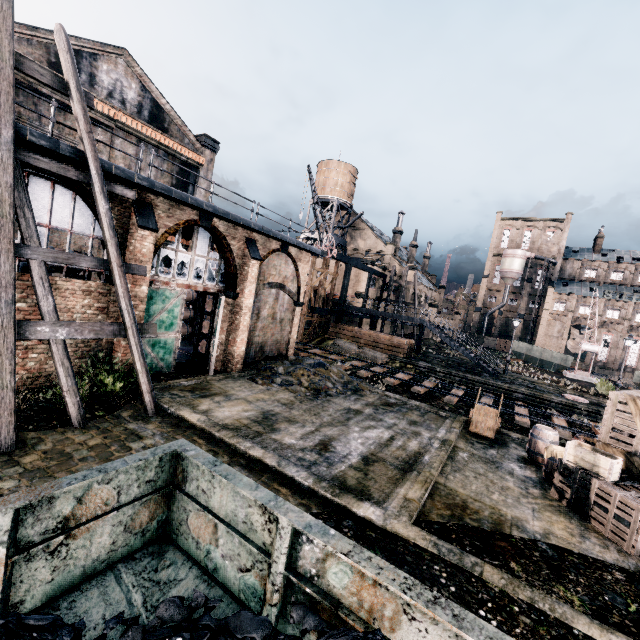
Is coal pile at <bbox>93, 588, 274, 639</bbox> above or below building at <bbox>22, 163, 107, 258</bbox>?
below

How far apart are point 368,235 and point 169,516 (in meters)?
56.94

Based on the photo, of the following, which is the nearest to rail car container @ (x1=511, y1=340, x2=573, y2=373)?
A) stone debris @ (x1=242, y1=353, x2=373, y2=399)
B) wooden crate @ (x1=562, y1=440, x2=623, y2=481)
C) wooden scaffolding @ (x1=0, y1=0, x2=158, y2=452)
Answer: stone debris @ (x1=242, y1=353, x2=373, y2=399)

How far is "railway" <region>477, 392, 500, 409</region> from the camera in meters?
19.3 m

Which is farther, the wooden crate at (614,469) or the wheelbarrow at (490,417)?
the wheelbarrow at (490,417)

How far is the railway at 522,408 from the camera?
17.0m

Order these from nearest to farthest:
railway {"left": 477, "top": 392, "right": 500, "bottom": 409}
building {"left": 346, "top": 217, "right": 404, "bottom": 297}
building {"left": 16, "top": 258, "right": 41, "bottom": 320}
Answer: building {"left": 16, "top": 258, "right": 41, "bottom": 320} < railway {"left": 477, "top": 392, "right": 500, "bottom": 409} < building {"left": 346, "top": 217, "right": 404, "bottom": 297}

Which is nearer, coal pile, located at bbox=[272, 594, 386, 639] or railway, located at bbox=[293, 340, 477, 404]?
coal pile, located at bbox=[272, 594, 386, 639]
